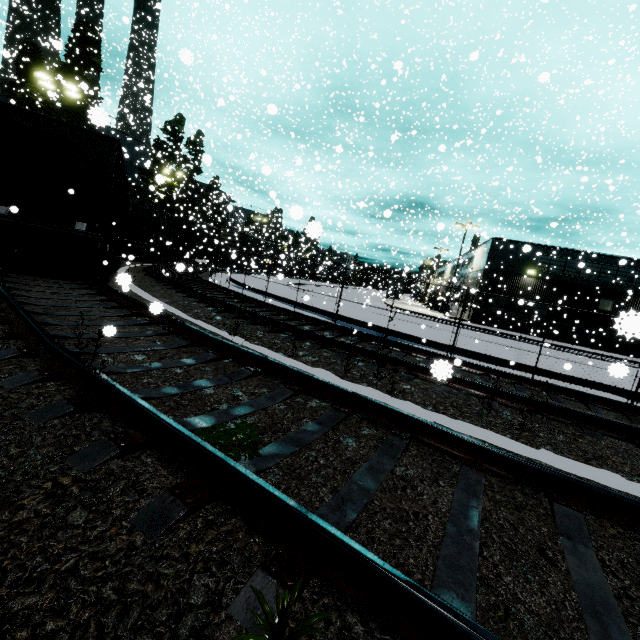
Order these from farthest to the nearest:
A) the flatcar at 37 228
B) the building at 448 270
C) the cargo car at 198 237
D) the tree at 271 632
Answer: the building at 448 270 → the cargo car at 198 237 → the flatcar at 37 228 → the tree at 271 632

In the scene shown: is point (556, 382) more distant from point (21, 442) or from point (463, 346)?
point (21, 442)

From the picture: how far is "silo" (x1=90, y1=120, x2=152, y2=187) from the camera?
29.4m

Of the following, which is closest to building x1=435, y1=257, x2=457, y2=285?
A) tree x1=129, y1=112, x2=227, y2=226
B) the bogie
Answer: the bogie

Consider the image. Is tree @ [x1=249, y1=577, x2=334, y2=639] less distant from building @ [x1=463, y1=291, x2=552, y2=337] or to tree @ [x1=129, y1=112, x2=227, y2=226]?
building @ [x1=463, y1=291, x2=552, y2=337]

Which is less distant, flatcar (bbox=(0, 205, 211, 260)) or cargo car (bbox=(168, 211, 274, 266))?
flatcar (bbox=(0, 205, 211, 260))

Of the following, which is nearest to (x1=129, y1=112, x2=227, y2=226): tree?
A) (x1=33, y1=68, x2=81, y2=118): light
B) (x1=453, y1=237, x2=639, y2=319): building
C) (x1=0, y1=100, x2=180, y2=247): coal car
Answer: (x1=0, y1=100, x2=180, y2=247): coal car

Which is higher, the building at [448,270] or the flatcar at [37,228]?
the building at [448,270]
